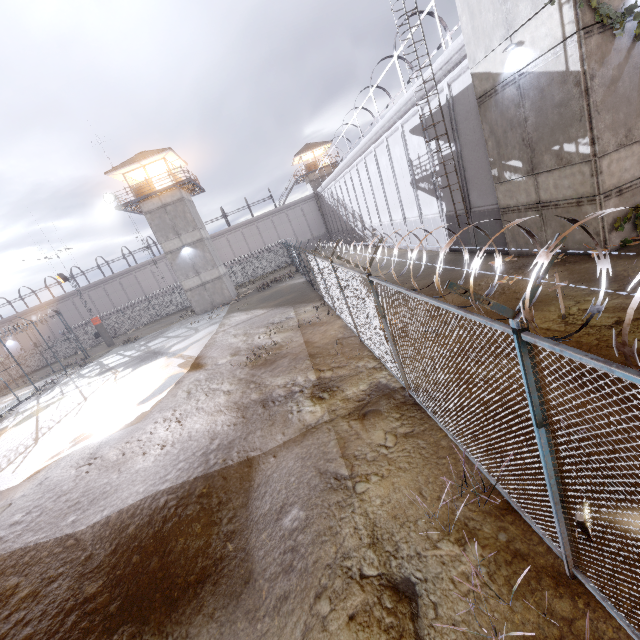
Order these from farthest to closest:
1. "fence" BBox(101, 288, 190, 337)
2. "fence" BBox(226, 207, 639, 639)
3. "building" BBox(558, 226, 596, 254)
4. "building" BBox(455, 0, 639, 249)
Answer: "fence" BBox(101, 288, 190, 337), "building" BBox(558, 226, 596, 254), "building" BBox(455, 0, 639, 249), "fence" BBox(226, 207, 639, 639)

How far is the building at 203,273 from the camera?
30.29m

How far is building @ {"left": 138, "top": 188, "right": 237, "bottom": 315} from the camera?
30.3 meters

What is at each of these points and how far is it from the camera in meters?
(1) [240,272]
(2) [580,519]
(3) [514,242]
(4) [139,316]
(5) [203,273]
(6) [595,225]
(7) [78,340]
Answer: (1) fence, 44.7 m
(2) spotlight, 2.7 m
(3) building, 12.7 m
(4) fence, 44.1 m
(5) building, 32.2 m
(6) building, 9.3 m
(7) fence, 34.3 m

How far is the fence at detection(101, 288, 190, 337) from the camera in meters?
43.7 m

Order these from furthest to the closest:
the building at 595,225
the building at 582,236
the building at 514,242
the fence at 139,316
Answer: the fence at 139,316
the building at 514,242
the building at 582,236
the building at 595,225

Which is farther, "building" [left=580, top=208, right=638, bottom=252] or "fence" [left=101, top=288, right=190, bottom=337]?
"fence" [left=101, top=288, right=190, bottom=337]

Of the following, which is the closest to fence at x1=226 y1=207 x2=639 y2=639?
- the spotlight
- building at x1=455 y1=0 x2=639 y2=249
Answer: the spotlight
